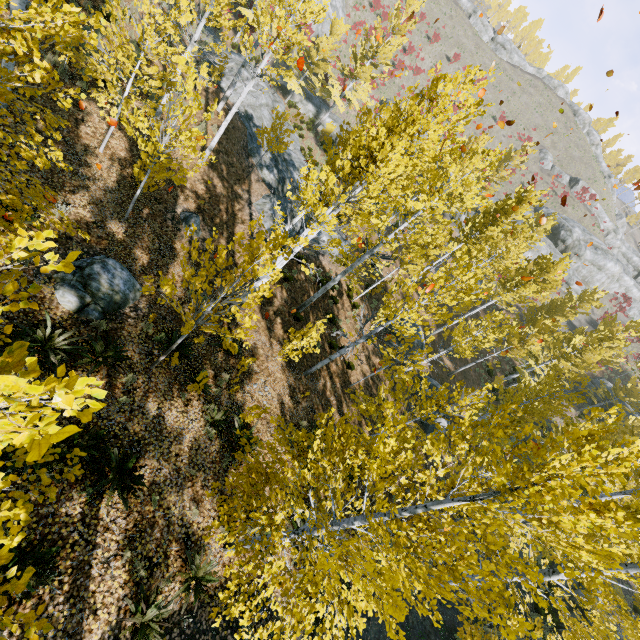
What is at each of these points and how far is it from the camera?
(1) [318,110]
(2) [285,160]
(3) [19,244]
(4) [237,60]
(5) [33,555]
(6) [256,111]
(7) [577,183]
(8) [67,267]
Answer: (1) rock, 31.27m
(2) rock, 20.45m
(3) instancedfoliageactor, 1.90m
(4) rock, 21.06m
(5) instancedfoliageactor, 4.55m
(6) rock, 20.20m
(7) rock, 47.97m
(8) instancedfoliageactor, 1.95m

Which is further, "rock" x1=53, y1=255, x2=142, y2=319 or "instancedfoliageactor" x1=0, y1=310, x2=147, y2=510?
"rock" x1=53, y1=255, x2=142, y2=319

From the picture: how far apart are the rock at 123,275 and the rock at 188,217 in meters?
3.3

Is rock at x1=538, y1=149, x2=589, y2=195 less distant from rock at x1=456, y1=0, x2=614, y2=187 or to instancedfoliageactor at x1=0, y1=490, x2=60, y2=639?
rock at x1=456, y1=0, x2=614, y2=187

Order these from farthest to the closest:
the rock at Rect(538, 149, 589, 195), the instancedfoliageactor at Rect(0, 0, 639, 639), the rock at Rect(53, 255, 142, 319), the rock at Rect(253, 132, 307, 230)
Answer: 1. the rock at Rect(538, 149, 589, 195)
2. the rock at Rect(253, 132, 307, 230)
3. the rock at Rect(53, 255, 142, 319)
4. the instancedfoliageactor at Rect(0, 0, 639, 639)

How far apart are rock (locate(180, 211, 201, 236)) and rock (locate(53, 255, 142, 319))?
3.3 meters

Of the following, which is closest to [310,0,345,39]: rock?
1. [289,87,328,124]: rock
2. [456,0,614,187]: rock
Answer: [289,87,328,124]: rock

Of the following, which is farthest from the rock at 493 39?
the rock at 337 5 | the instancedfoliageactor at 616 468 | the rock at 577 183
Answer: the rock at 337 5
